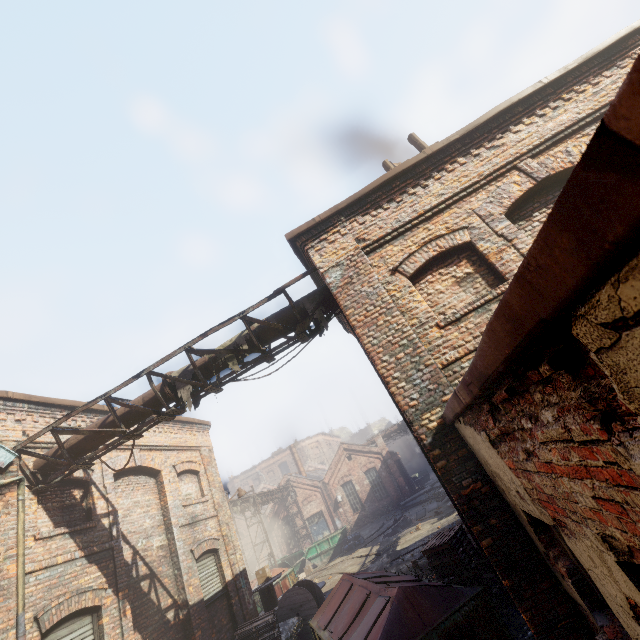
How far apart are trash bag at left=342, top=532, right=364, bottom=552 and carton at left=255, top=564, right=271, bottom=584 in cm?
1103

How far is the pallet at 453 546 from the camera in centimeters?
763cm

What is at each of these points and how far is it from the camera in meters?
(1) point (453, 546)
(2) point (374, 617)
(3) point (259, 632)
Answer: (1) pallet, 7.8
(2) trash container, 5.1
(3) pallet, 9.6

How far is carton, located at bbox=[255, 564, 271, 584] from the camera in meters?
13.6 m

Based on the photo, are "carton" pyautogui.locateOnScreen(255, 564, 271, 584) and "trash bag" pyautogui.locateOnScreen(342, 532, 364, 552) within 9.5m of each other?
no

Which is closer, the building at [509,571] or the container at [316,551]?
the building at [509,571]

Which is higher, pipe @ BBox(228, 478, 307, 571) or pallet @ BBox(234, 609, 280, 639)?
pipe @ BBox(228, 478, 307, 571)

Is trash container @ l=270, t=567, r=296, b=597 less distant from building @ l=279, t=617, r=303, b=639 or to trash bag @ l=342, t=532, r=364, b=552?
building @ l=279, t=617, r=303, b=639
